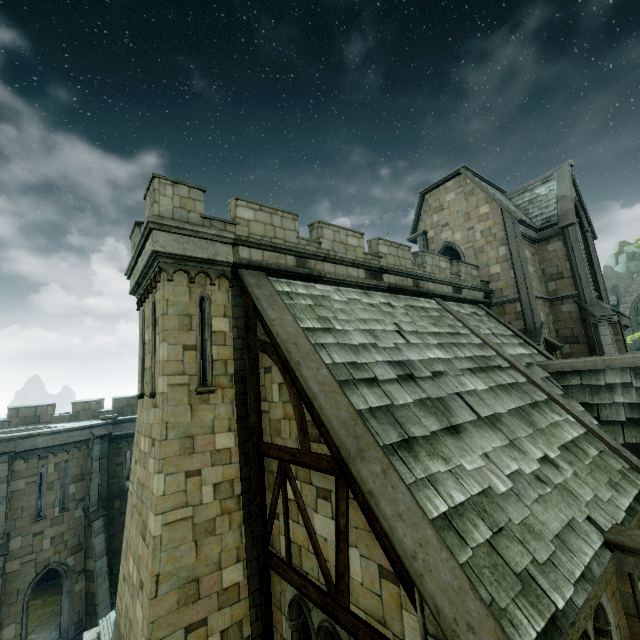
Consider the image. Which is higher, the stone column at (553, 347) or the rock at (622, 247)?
the rock at (622, 247)

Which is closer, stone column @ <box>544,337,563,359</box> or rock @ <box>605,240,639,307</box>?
stone column @ <box>544,337,563,359</box>

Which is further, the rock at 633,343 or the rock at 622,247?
the rock at 622,247

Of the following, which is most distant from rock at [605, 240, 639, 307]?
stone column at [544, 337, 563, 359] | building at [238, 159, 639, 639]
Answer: stone column at [544, 337, 563, 359]

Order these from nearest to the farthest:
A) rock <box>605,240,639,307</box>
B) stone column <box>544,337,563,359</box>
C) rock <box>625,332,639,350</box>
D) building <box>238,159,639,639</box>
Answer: building <box>238,159,639,639</box> → stone column <box>544,337,563,359</box> → rock <box>625,332,639,350</box> → rock <box>605,240,639,307</box>

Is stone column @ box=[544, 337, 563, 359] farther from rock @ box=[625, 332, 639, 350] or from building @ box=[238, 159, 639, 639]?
rock @ box=[625, 332, 639, 350]

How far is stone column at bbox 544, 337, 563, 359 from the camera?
15.5 meters

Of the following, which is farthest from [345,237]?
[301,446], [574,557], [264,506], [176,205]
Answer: [574,557]
